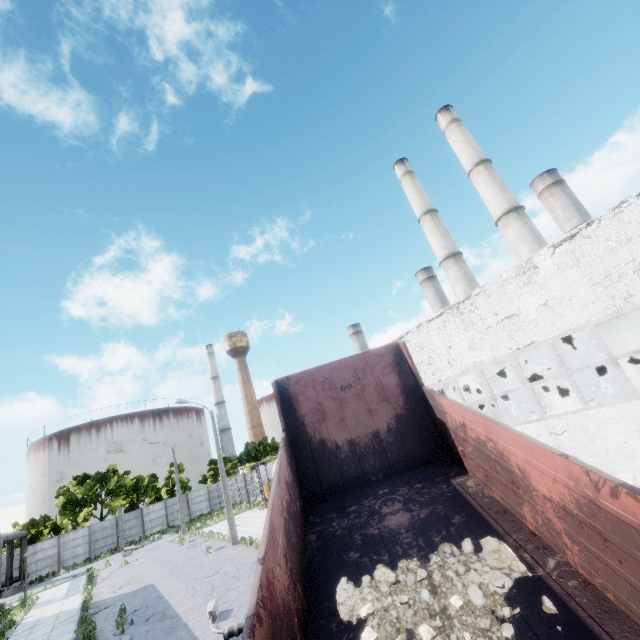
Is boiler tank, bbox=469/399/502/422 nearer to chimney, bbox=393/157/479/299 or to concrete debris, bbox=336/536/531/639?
chimney, bbox=393/157/479/299

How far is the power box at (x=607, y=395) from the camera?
15.0 meters

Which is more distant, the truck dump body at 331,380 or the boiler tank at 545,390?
the boiler tank at 545,390

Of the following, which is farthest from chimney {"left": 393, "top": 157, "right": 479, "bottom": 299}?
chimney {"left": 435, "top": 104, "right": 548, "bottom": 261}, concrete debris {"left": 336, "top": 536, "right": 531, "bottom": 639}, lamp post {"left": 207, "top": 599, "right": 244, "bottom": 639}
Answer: concrete debris {"left": 336, "top": 536, "right": 531, "bottom": 639}

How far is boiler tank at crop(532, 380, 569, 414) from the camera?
16.2 meters

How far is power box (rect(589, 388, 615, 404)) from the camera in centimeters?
1498cm

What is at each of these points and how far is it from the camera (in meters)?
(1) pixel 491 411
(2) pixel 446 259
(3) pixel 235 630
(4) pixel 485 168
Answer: (1) boiler tank, 24.31
(2) chimney, 34.81
(3) lamp post, 9.16
(4) chimney, 31.41

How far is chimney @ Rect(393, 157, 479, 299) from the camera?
33.7m
